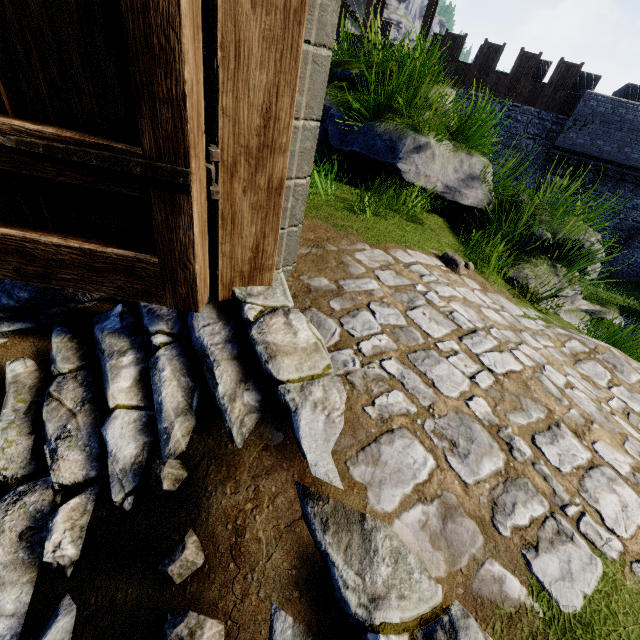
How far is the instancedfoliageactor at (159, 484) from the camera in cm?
159

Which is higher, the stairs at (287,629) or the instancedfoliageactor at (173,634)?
the stairs at (287,629)

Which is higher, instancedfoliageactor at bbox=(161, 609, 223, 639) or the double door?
the double door

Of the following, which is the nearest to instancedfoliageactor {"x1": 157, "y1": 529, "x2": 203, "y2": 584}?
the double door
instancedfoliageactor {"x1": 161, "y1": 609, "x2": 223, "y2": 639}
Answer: instancedfoliageactor {"x1": 161, "y1": 609, "x2": 223, "y2": 639}

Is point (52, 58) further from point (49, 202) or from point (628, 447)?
point (628, 447)

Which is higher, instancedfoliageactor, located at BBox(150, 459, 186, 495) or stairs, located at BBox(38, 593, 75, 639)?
instancedfoliageactor, located at BBox(150, 459, 186, 495)

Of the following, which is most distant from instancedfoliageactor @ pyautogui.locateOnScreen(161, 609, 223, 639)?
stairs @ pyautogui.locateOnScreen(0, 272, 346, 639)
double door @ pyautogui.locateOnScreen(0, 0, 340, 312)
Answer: double door @ pyautogui.locateOnScreen(0, 0, 340, 312)

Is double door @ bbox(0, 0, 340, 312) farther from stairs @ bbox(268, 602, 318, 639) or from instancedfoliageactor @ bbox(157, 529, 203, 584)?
instancedfoliageactor @ bbox(157, 529, 203, 584)
